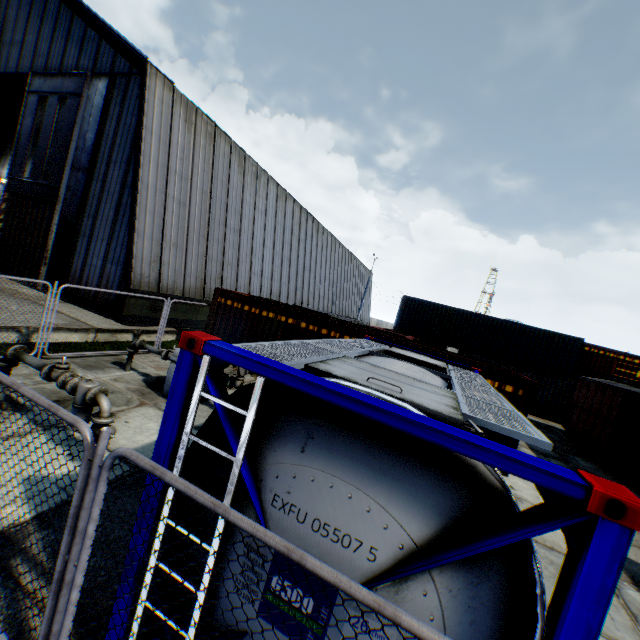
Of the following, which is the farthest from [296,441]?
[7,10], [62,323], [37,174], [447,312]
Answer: [7,10]

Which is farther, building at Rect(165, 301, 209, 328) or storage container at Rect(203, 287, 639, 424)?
building at Rect(165, 301, 209, 328)

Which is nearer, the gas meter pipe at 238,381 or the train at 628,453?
the gas meter pipe at 238,381

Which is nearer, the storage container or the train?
the storage container

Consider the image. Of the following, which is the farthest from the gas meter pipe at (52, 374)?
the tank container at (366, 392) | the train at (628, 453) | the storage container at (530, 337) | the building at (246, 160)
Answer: the storage container at (530, 337)

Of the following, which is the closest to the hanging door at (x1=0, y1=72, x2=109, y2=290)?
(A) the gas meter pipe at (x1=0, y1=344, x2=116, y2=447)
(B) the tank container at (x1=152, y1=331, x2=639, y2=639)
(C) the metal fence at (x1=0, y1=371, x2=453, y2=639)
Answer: (C) the metal fence at (x1=0, y1=371, x2=453, y2=639)

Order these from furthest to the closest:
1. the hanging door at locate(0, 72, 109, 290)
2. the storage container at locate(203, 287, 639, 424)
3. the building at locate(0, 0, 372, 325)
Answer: the hanging door at locate(0, 72, 109, 290), the building at locate(0, 0, 372, 325), the storage container at locate(203, 287, 639, 424)

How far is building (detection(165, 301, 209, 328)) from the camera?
15.55m
